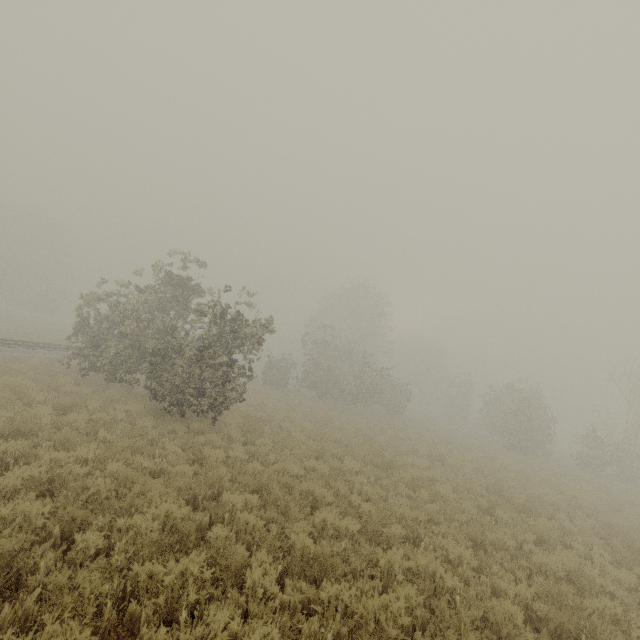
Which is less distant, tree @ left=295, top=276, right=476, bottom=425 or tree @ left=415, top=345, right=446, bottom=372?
tree @ left=295, top=276, right=476, bottom=425

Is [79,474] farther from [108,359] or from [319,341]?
[319,341]

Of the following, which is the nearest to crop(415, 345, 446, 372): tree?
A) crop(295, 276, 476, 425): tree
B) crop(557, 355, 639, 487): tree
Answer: crop(295, 276, 476, 425): tree

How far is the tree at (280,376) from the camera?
32.4m

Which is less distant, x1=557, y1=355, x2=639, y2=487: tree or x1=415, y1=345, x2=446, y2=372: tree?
x1=557, y1=355, x2=639, y2=487: tree

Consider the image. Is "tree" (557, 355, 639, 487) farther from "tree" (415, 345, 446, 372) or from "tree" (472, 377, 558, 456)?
"tree" (415, 345, 446, 372)
